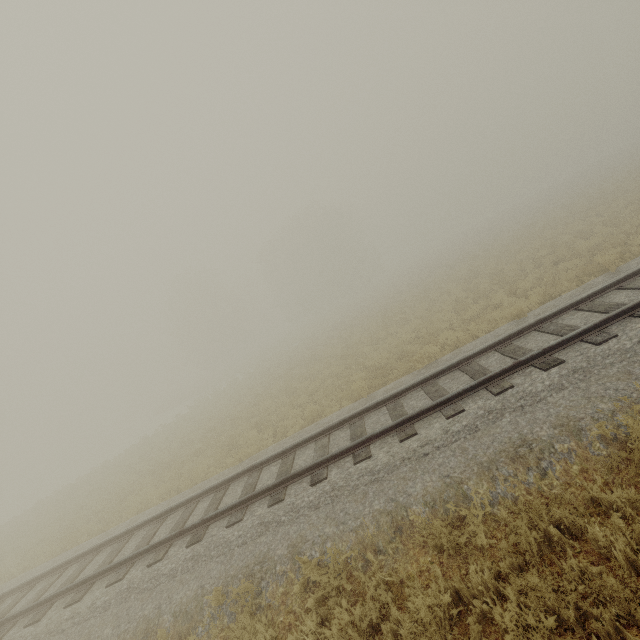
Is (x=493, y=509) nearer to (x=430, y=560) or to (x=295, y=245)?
(x=430, y=560)
